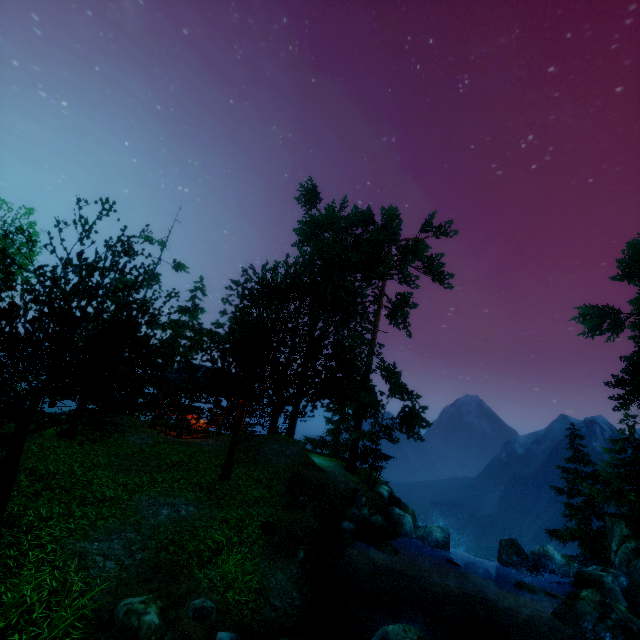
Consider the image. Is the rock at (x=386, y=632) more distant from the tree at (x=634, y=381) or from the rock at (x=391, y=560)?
the tree at (x=634, y=381)

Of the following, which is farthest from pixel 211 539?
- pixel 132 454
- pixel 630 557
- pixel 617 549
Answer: pixel 617 549

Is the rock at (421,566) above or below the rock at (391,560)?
below

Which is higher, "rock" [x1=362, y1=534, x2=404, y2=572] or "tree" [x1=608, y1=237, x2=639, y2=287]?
"tree" [x1=608, y1=237, x2=639, y2=287]

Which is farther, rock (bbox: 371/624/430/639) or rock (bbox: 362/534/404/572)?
rock (bbox: 362/534/404/572)

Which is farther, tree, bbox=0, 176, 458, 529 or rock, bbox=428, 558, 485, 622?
rock, bbox=428, 558, 485, 622

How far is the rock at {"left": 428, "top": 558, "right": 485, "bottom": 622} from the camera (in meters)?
11.80

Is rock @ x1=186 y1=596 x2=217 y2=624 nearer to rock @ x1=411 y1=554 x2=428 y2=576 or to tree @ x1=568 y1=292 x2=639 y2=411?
tree @ x1=568 y1=292 x2=639 y2=411
